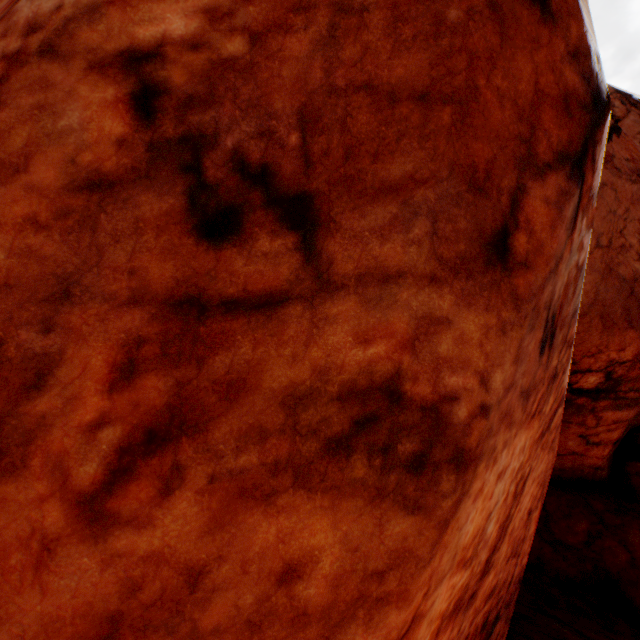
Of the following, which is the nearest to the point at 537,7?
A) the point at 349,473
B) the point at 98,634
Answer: the point at 349,473
